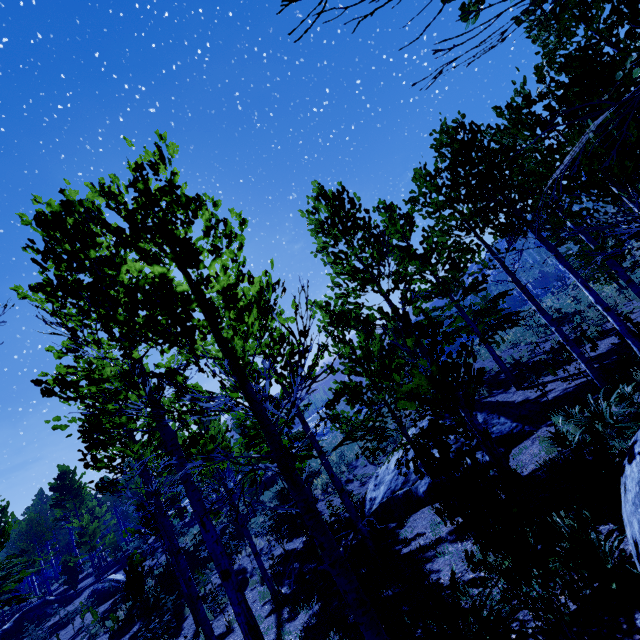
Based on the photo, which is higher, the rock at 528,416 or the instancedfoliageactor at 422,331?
the instancedfoliageactor at 422,331

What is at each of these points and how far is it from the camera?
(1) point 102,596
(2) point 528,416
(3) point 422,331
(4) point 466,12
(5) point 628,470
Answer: (1) rock, 18.5 meters
(2) rock, 11.2 meters
(3) instancedfoliageactor, 6.3 meters
(4) instancedfoliageactor, 1.1 meters
(5) rock, 3.3 meters

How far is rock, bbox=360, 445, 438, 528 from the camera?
10.86m

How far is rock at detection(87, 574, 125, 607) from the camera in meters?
18.4

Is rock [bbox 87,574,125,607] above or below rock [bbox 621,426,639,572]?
above

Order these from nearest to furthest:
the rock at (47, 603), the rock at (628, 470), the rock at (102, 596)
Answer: the rock at (628, 470)
the rock at (102, 596)
the rock at (47, 603)

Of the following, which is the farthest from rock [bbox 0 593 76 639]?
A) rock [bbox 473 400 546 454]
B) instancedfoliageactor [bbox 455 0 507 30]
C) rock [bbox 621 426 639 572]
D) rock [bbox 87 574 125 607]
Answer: rock [bbox 621 426 639 572]
